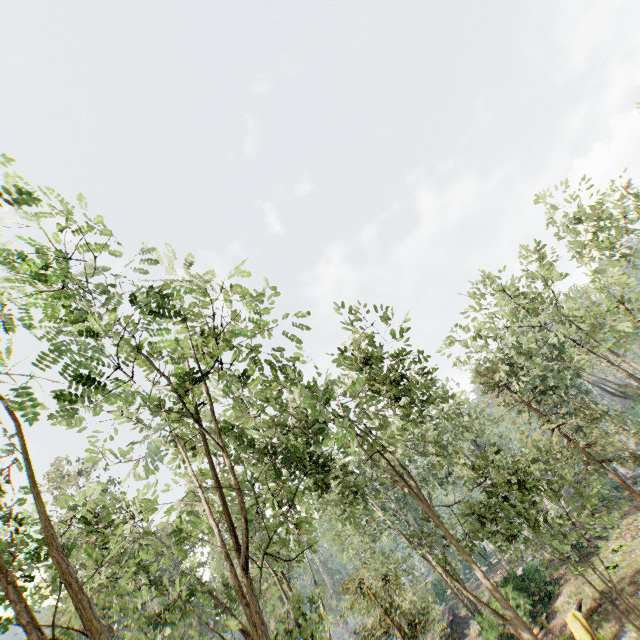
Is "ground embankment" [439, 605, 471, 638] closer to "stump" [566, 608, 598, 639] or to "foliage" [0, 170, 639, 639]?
"foliage" [0, 170, 639, 639]

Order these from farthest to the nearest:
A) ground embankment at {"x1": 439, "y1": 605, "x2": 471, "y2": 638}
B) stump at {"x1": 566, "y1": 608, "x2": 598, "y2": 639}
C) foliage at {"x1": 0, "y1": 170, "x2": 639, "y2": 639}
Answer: ground embankment at {"x1": 439, "y1": 605, "x2": 471, "y2": 638} < stump at {"x1": 566, "y1": 608, "x2": 598, "y2": 639} < foliage at {"x1": 0, "y1": 170, "x2": 639, "y2": 639}

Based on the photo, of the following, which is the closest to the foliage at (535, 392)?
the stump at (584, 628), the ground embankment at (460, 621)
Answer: the ground embankment at (460, 621)

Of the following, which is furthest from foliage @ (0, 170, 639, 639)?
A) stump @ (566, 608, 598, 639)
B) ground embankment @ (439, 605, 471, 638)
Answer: stump @ (566, 608, 598, 639)

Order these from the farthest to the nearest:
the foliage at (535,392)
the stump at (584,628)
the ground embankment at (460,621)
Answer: the ground embankment at (460,621) → the stump at (584,628) → the foliage at (535,392)

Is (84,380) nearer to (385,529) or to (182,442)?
(182,442)

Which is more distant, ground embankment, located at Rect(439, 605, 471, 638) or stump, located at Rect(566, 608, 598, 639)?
ground embankment, located at Rect(439, 605, 471, 638)

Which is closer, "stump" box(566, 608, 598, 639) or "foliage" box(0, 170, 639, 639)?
"foliage" box(0, 170, 639, 639)
